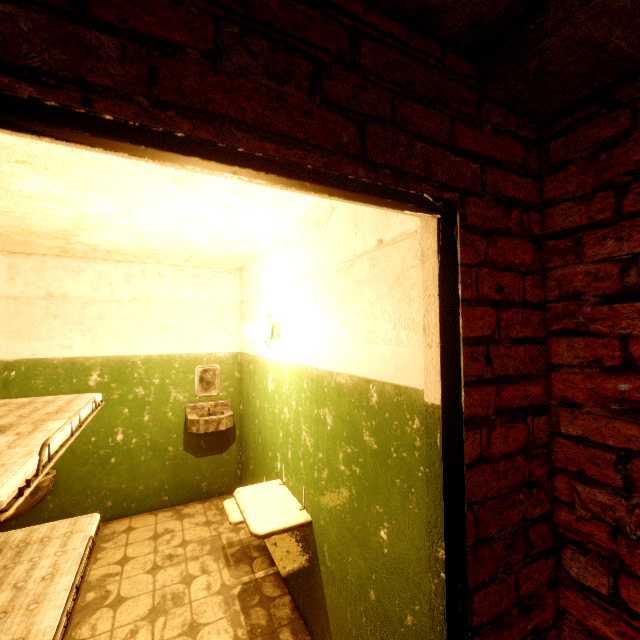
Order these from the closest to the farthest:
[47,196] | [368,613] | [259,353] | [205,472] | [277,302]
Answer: [368,613] → [47,196] → [277,302] → [259,353] → [205,472]

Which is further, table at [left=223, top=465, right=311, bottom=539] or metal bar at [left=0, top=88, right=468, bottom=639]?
table at [left=223, top=465, right=311, bottom=539]

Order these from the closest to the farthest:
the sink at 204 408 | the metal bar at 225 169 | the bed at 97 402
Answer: the metal bar at 225 169 < the bed at 97 402 < the sink at 204 408

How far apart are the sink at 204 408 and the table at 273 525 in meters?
1.2

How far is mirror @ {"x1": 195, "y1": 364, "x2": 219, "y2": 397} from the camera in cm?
394

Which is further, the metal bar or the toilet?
the toilet

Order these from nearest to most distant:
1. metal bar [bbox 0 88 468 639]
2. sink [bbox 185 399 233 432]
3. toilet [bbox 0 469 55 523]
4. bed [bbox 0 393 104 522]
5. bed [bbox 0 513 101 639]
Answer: metal bar [bbox 0 88 468 639] < bed [bbox 0 393 104 522] < bed [bbox 0 513 101 639] < toilet [bbox 0 469 55 523] < sink [bbox 185 399 233 432]

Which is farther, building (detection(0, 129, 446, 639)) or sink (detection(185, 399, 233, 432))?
sink (detection(185, 399, 233, 432))
